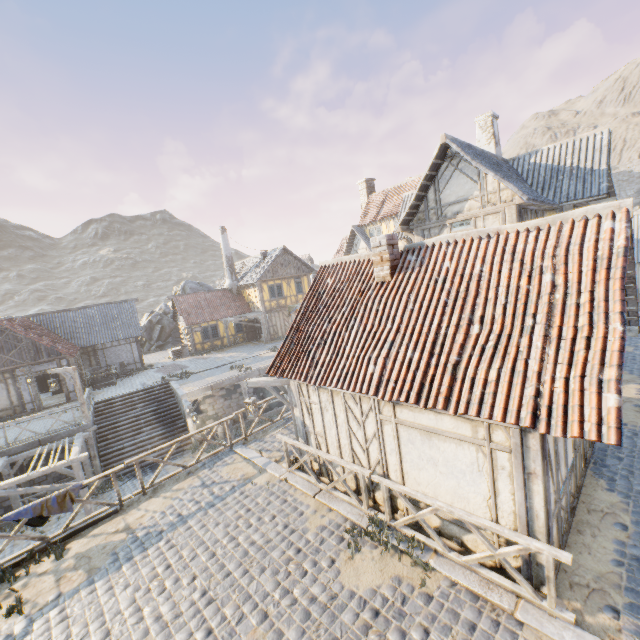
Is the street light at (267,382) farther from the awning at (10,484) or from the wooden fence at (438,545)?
the awning at (10,484)

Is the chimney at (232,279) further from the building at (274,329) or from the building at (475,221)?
the building at (475,221)

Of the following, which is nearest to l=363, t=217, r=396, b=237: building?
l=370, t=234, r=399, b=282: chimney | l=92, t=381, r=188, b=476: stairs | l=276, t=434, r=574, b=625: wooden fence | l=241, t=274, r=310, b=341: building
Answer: l=241, t=274, r=310, b=341: building

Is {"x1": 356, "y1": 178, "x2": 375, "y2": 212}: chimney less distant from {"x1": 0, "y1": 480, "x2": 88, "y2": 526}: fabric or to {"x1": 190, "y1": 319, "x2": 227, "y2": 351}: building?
{"x1": 190, "y1": 319, "x2": 227, "y2": 351}: building

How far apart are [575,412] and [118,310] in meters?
31.1 m

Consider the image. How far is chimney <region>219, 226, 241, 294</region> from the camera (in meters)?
33.47

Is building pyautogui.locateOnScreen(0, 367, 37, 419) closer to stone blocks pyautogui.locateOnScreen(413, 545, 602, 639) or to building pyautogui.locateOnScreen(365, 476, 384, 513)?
stone blocks pyautogui.locateOnScreen(413, 545, 602, 639)

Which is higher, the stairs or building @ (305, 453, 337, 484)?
building @ (305, 453, 337, 484)
